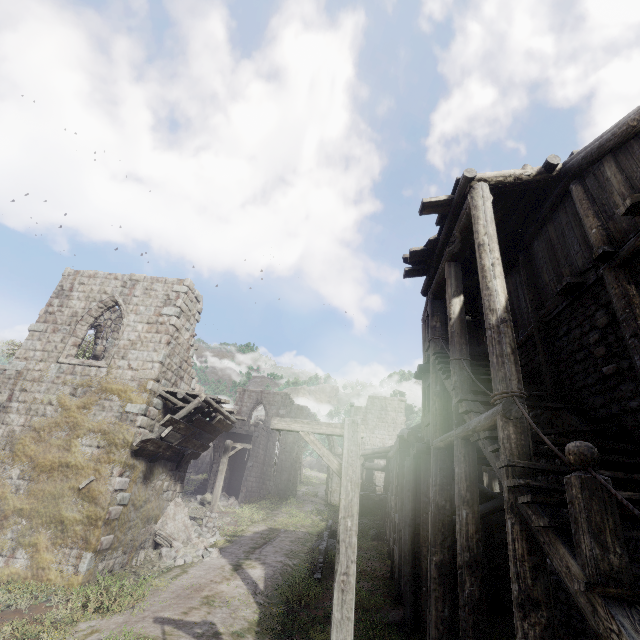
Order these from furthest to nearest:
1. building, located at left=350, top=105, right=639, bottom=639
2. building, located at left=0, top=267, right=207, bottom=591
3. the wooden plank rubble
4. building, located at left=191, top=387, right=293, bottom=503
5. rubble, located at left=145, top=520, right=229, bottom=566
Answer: building, located at left=191, top=387, right=293, bottom=503 < rubble, located at left=145, top=520, right=229, bottom=566 < the wooden plank rubble < building, located at left=0, top=267, right=207, bottom=591 < building, located at left=350, top=105, right=639, bottom=639

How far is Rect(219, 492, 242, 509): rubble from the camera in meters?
24.8 m

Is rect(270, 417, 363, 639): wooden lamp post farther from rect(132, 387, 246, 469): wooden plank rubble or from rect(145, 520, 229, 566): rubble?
rect(145, 520, 229, 566): rubble

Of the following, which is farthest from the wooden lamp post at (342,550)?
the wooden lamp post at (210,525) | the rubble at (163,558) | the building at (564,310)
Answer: the wooden lamp post at (210,525)

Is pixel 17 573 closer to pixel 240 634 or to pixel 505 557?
pixel 240 634

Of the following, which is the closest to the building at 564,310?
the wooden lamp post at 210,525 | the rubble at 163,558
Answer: the rubble at 163,558

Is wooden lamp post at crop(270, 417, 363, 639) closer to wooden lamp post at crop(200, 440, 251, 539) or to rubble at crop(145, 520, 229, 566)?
rubble at crop(145, 520, 229, 566)

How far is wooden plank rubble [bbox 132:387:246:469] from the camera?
12.04m
